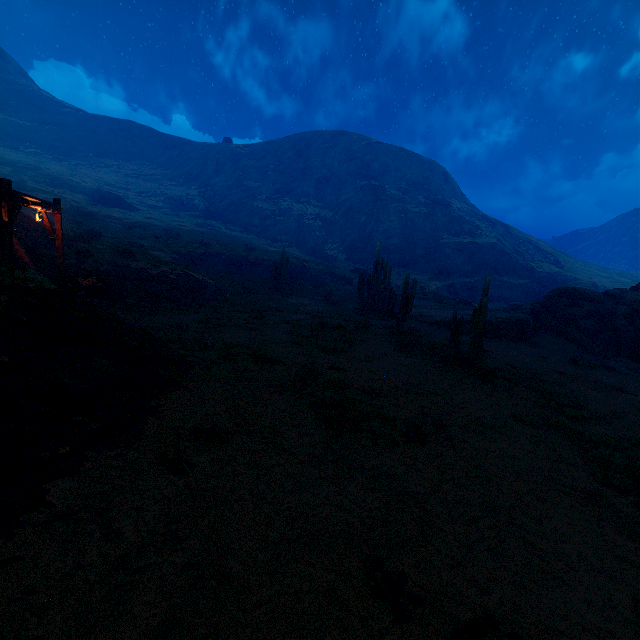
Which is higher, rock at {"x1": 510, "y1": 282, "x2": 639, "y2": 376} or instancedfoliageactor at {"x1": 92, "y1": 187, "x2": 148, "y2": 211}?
instancedfoliageactor at {"x1": 92, "y1": 187, "x2": 148, "y2": 211}

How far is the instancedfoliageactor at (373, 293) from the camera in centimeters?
2394cm

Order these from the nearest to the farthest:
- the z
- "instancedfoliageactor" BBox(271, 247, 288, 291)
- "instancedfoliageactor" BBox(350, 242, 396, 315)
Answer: the z, "instancedfoliageactor" BBox(350, 242, 396, 315), "instancedfoliageactor" BBox(271, 247, 288, 291)

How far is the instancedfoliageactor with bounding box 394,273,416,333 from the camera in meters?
18.0

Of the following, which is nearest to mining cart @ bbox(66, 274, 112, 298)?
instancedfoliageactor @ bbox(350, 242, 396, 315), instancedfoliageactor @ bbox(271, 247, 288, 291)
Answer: instancedfoliageactor @ bbox(350, 242, 396, 315)

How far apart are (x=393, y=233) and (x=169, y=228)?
38.0 meters

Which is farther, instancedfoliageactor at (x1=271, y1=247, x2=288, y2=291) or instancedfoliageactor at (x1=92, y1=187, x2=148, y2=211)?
instancedfoliageactor at (x1=92, y1=187, x2=148, y2=211)

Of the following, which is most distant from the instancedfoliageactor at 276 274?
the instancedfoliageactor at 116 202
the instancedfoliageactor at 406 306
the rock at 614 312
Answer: the rock at 614 312
